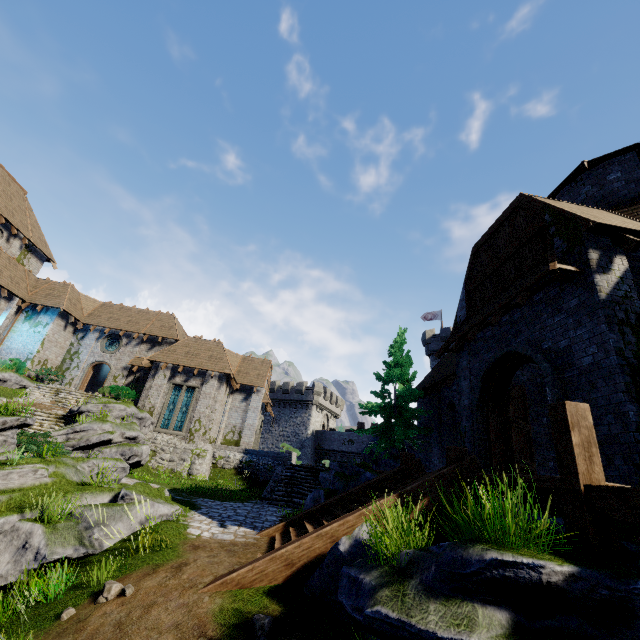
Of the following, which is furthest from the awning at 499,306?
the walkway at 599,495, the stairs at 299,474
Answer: the stairs at 299,474

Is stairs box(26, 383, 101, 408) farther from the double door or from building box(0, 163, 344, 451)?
the double door

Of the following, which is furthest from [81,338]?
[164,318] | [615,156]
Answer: [615,156]

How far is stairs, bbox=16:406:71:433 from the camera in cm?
1814

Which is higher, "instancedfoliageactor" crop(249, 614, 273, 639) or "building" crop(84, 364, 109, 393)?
"building" crop(84, 364, 109, 393)

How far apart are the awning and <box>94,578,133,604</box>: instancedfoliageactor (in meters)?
10.16

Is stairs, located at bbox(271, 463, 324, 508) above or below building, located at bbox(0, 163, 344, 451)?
below

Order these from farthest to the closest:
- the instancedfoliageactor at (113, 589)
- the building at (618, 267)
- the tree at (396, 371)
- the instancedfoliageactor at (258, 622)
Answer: the tree at (396, 371)
the building at (618, 267)
the instancedfoliageactor at (113, 589)
the instancedfoliageactor at (258, 622)
